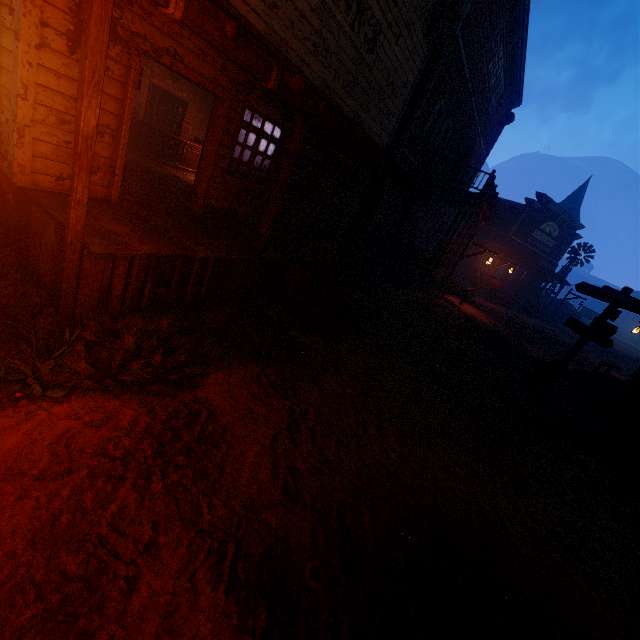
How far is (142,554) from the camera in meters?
2.2

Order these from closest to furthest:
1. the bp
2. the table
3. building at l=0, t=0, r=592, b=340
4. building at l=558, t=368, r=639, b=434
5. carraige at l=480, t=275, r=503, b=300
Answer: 1. building at l=0, t=0, r=592, b=340
2. building at l=558, t=368, r=639, b=434
3. the table
4. the bp
5. carraige at l=480, t=275, r=503, b=300

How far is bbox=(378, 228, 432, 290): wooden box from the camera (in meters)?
13.92

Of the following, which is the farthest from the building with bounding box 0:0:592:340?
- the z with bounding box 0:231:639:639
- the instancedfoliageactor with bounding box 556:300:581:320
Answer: the instancedfoliageactor with bounding box 556:300:581:320

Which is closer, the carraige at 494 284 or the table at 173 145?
the table at 173 145

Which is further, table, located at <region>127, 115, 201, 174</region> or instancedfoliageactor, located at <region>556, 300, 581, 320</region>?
instancedfoliageactor, located at <region>556, 300, 581, 320</region>

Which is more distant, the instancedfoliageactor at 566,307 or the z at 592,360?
the instancedfoliageactor at 566,307

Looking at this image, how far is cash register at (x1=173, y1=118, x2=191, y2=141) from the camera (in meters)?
10.75
